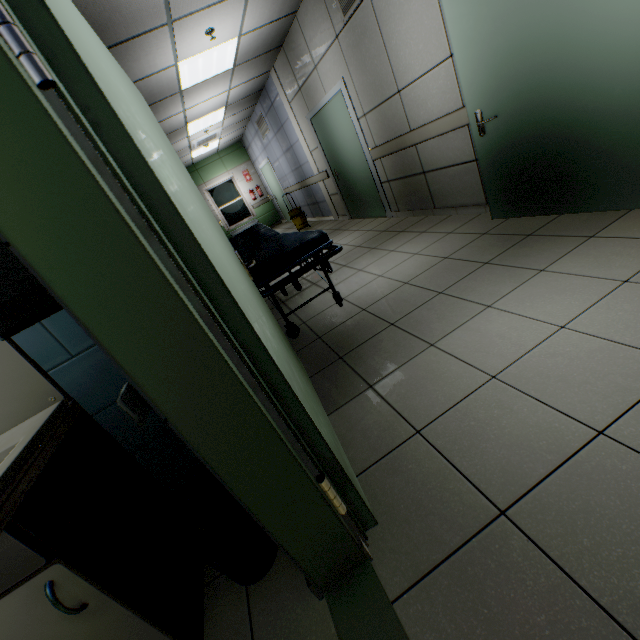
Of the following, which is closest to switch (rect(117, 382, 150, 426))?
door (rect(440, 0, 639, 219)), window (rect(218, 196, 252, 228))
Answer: door (rect(440, 0, 639, 219))

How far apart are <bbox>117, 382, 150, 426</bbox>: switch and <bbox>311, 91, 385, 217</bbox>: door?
5.6 meters

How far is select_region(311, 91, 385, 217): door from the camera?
5.3 meters

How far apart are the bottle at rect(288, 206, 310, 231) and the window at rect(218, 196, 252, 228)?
4.3m

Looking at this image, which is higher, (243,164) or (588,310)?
(243,164)

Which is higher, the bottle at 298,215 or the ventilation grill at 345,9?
the ventilation grill at 345,9

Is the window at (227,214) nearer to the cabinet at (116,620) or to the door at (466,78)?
the door at (466,78)

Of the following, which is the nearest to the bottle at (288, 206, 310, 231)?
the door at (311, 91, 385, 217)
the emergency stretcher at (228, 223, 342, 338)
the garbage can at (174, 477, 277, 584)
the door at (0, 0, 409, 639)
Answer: the door at (311, 91, 385, 217)
